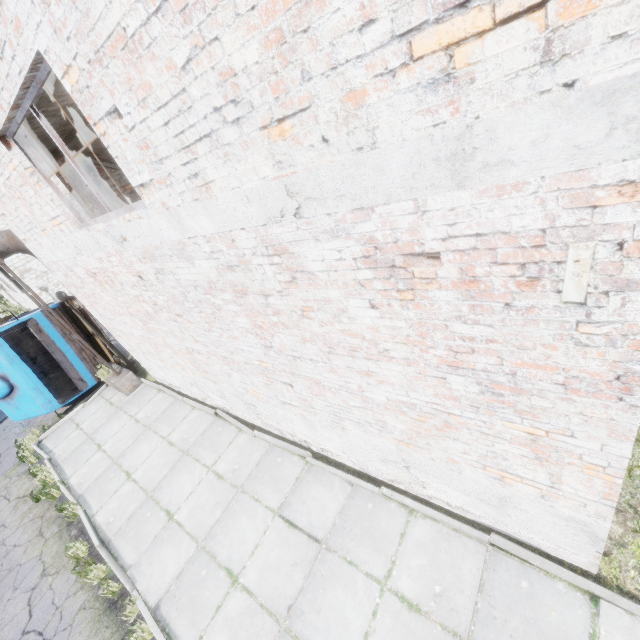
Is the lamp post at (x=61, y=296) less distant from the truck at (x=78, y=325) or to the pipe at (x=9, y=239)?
the pipe at (x=9, y=239)

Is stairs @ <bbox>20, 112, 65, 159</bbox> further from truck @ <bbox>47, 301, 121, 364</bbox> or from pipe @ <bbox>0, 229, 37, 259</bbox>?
truck @ <bbox>47, 301, 121, 364</bbox>

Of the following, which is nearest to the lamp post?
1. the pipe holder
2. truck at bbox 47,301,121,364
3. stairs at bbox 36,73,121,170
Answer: the pipe holder

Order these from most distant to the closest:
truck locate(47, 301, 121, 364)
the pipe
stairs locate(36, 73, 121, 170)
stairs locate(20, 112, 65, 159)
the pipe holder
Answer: truck locate(47, 301, 121, 364)
the pipe holder
the pipe
stairs locate(20, 112, 65, 159)
stairs locate(36, 73, 121, 170)

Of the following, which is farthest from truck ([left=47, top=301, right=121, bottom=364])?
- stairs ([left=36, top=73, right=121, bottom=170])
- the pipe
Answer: stairs ([left=36, top=73, right=121, bottom=170])

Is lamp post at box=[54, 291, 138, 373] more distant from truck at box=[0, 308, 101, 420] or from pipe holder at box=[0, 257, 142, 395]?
truck at box=[0, 308, 101, 420]

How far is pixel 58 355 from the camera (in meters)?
10.27

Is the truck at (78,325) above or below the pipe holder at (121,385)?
above
